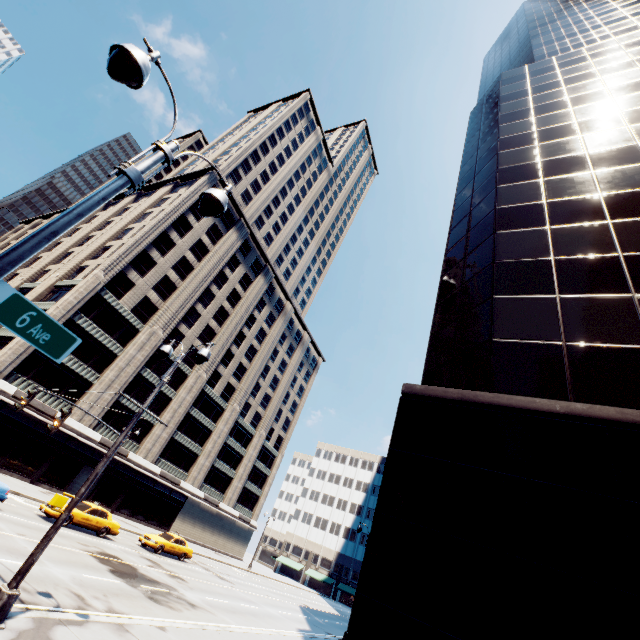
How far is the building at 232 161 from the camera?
50.0 meters

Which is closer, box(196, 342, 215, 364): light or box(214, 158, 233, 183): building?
box(196, 342, 215, 364): light

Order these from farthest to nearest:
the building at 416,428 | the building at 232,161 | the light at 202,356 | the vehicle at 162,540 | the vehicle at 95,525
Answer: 1. the building at 232,161
2. the vehicle at 162,540
3. the vehicle at 95,525
4. the light at 202,356
5. the building at 416,428

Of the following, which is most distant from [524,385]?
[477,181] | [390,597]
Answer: [477,181]

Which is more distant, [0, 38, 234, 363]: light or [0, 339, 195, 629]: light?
[0, 339, 195, 629]: light

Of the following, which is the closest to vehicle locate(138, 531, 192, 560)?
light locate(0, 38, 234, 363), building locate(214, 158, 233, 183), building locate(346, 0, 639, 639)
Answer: building locate(214, 158, 233, 183)

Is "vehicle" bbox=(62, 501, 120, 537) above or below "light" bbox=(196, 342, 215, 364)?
below

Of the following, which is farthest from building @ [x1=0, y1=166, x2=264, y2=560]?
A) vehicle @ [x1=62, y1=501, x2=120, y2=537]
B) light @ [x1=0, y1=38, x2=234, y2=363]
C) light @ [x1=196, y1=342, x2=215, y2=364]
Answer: light @ [x1=0, y1=38, x2=234, y2=363]
